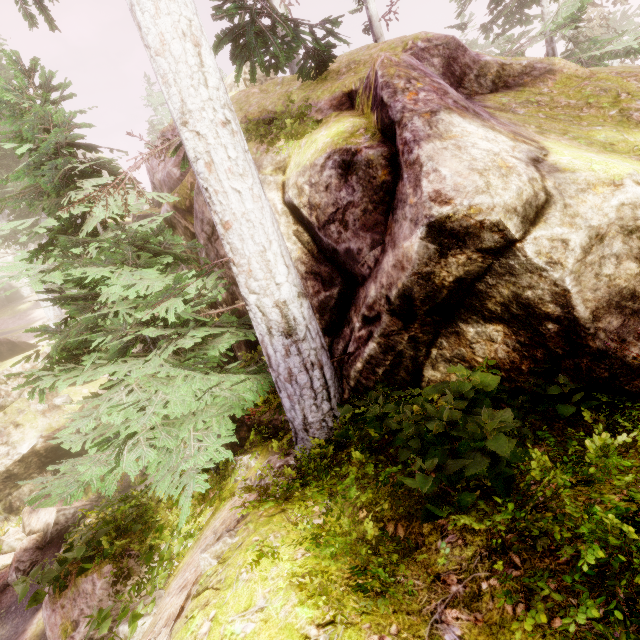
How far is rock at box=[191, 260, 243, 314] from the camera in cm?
755

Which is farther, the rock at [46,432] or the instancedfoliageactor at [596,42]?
the instancedfoliageactor at [596,42]

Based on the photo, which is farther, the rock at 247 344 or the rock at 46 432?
the rock at 46 432

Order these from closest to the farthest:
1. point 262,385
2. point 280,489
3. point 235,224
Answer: point 280,489, point 235,224, point 262,385

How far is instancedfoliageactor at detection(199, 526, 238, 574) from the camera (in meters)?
3.07

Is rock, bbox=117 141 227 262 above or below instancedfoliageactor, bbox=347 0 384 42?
below

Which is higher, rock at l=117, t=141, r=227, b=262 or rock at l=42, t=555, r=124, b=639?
rock at l=117, t=141, r=227, b=262
